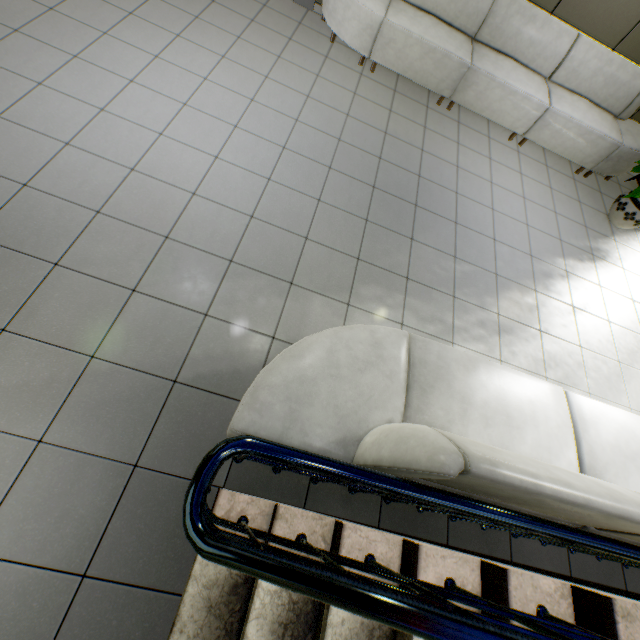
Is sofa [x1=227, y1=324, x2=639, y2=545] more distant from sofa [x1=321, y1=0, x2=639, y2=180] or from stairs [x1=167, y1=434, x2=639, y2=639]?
sofa [x1=321, y1=0, x2=639, y2=180]

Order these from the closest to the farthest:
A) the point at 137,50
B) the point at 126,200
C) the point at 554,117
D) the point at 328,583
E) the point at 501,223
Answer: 1. the point at 328,583
2. the point at 126,200
3. the point at 137,50
4. the point at 501,223
5. the point at 554,117

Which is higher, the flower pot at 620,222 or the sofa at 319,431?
the sofa at 319,431

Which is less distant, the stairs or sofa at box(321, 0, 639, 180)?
the stairs

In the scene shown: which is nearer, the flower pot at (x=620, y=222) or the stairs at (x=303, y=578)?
the stairs at (x=303, y=578)

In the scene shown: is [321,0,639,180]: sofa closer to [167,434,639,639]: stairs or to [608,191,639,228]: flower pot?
[608,191,639,228]: flower pot

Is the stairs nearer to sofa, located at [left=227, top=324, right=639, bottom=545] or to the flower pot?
sofa, located at [left=227, top=324, right=639, bottom=545]
